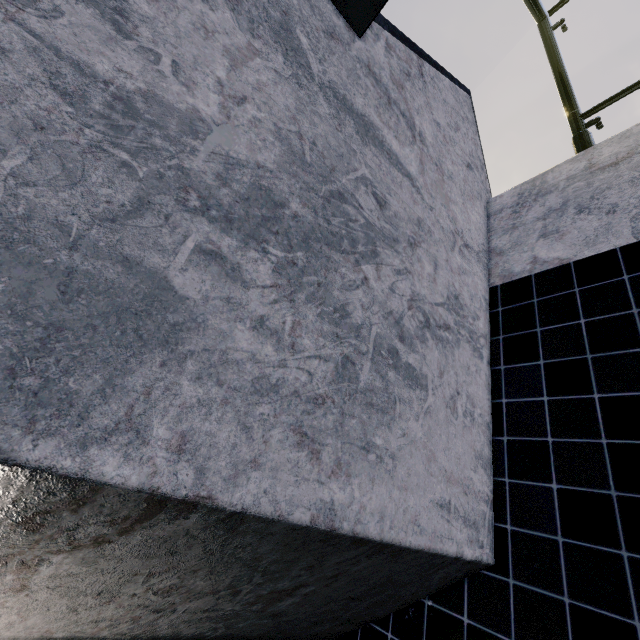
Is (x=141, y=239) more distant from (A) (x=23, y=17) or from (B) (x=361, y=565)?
(B) (x=361, y=565)
